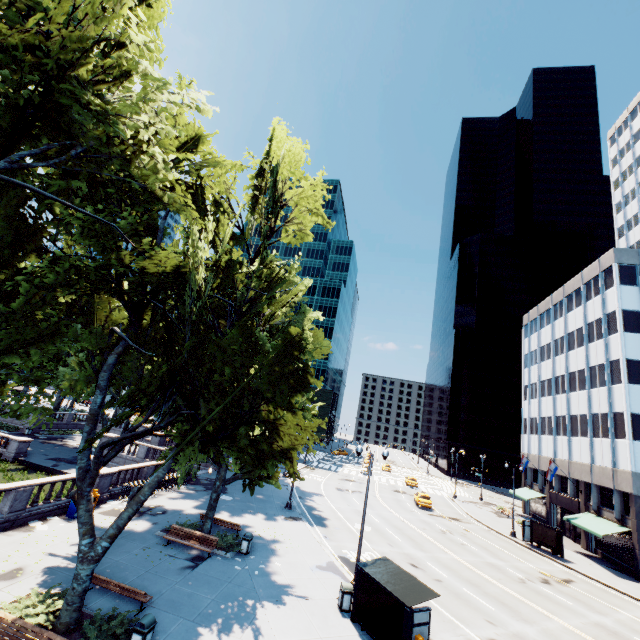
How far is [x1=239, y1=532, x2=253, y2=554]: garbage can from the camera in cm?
1861

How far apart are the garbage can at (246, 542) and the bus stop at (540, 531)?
29.3 meters

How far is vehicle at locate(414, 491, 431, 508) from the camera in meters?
39.9

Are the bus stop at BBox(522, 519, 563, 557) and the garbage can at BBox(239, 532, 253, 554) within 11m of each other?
no

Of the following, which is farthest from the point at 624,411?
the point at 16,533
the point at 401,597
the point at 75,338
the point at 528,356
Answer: the point at 16,533

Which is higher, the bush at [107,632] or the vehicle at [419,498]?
the vehicle at [419,498]

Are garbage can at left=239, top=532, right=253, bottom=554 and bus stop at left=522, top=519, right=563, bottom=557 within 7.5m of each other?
no

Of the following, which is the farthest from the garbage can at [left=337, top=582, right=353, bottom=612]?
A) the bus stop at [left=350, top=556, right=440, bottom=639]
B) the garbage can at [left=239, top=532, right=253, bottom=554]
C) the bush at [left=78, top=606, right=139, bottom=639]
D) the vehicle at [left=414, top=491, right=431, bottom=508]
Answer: the vehicle at [left=414, top=491, right=431, bottom=508]
